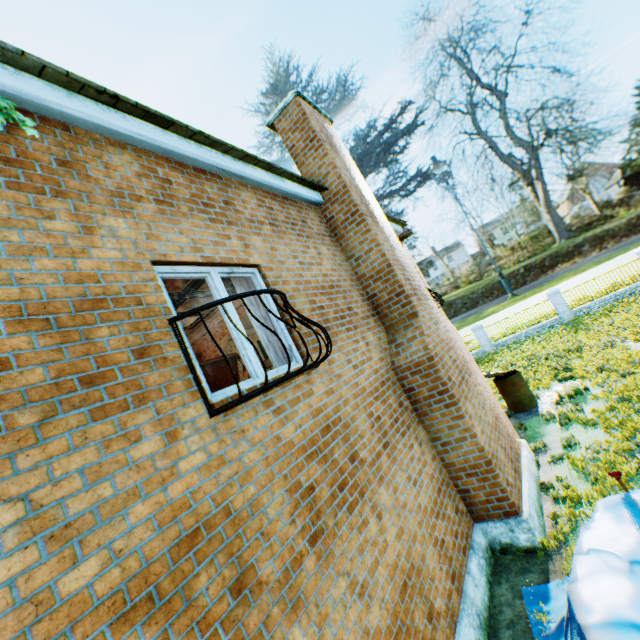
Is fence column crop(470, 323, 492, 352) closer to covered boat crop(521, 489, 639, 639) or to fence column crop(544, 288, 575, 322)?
fence column crop(544, 288, 575, 322)

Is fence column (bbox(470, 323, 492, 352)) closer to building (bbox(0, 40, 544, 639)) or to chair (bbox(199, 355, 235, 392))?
building (bbox(0, 40, 544, 639))

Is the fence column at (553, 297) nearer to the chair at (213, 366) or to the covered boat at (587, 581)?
the covered boat at (587, 581)

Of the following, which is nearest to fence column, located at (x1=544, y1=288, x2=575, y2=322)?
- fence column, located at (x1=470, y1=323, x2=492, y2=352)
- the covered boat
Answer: fence column, located at (x1=470, y1=323, x2=492, y2=352)

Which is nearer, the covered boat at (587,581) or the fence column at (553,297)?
the covered boat at (587,581)

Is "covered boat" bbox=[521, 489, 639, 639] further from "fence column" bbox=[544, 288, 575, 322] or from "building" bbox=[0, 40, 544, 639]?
"fence column" bbox=[544, 288, 575, 322]

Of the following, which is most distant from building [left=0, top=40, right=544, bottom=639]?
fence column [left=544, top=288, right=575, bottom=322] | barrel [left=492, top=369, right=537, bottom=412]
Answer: fence column [left=544, top=288, right=575, bottom=322]

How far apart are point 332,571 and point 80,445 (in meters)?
2.82
